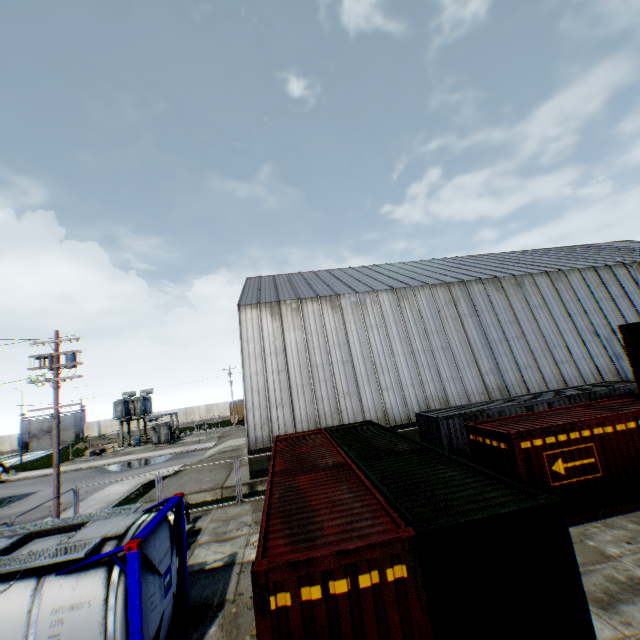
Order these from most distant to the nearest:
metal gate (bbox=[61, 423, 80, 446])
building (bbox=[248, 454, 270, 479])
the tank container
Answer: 1. metal gate (bbox=[61, 423, 80, 446])
2. building (bbox=[248, 454, 270, 479])
3. the tank container

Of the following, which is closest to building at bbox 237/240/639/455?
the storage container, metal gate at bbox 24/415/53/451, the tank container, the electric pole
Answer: the storage container

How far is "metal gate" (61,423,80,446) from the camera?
59.4m

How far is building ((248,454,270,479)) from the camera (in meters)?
18.58

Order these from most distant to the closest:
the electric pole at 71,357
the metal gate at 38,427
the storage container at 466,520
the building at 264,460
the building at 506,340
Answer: the metal gate at 38,427
the building at 506,340
the building at 264,460
the electric pole at 71,357
the storage container at 466,520

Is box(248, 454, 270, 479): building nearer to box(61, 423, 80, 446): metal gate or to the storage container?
the storage container

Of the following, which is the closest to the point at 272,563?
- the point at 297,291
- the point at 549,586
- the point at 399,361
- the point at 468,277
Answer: the point at 549,586

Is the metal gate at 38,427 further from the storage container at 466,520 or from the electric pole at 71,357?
the storage container at 466,520
